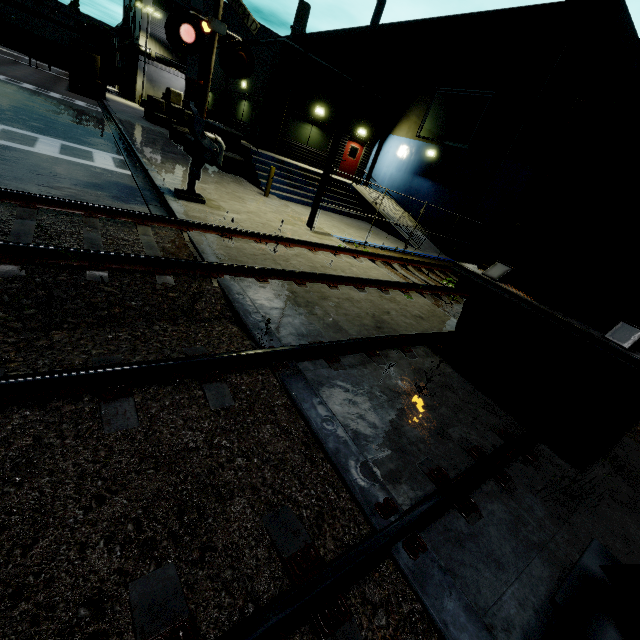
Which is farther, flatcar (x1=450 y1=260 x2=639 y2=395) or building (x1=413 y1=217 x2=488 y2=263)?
building (x1=413 y1=217 x2=488 y2=263)

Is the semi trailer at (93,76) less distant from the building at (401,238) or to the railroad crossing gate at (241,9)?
the building at (401,238)

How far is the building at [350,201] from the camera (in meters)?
17.42

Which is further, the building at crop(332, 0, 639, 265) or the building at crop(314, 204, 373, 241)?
the building at crop(332, 0, 639, 265)

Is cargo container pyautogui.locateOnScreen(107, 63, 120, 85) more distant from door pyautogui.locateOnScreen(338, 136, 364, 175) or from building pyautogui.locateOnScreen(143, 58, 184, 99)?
door pyautogui.locateOnScreen(338, 136, 364, 175)

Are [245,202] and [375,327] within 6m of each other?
no

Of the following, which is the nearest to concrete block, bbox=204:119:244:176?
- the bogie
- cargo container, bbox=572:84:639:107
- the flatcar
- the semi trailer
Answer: cargo container, bbox=572:84:639:107

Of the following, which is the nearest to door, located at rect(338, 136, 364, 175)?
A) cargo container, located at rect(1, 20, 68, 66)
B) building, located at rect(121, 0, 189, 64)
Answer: building, located at rect(121, 0, 189, 64)
